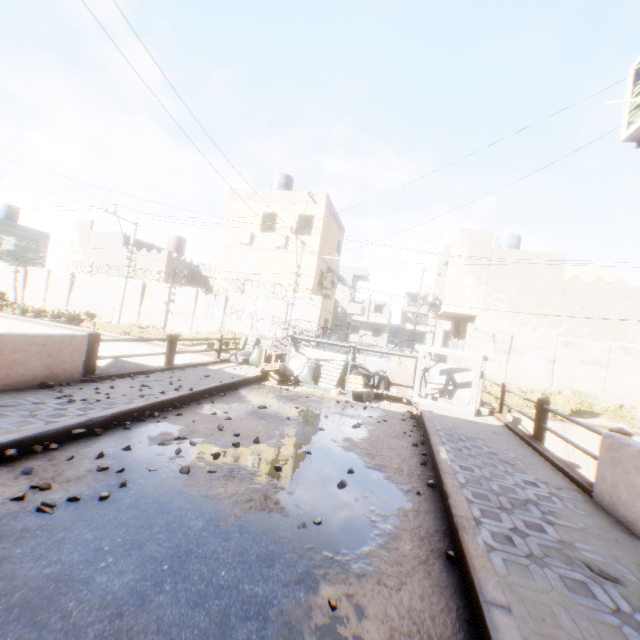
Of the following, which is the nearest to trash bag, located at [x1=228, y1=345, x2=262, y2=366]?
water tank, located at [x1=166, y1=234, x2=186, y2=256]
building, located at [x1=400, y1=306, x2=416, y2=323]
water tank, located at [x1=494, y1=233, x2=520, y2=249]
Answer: water tank, located at [x1=494, y1=233, x2=520, y2=249]

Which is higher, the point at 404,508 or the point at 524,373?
the point at 524,373

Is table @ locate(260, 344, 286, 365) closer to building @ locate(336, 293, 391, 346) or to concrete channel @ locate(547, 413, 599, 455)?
concrete channel @ locate(547, 413, 599, 455)

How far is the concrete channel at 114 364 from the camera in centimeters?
1620cm

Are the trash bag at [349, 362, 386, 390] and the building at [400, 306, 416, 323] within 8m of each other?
no

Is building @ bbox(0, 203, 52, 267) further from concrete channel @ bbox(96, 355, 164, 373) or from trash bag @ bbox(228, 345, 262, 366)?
trash bag @ bbox(228, 345, 262, 366)

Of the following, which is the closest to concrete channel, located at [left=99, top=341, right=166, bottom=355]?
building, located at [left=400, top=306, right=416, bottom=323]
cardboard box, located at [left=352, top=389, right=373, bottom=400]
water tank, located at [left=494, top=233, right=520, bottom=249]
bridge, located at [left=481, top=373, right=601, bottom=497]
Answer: bridge, located at [left=481, top=373, right=601, bottom=497]

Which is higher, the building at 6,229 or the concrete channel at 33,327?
the building at 6,229
